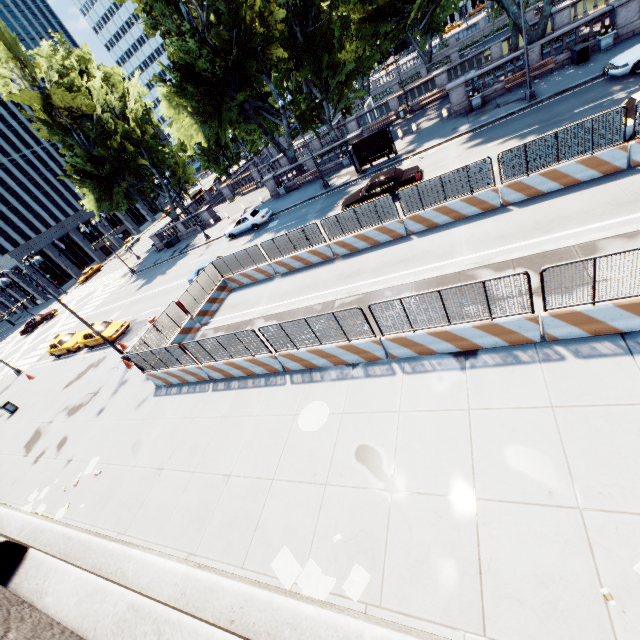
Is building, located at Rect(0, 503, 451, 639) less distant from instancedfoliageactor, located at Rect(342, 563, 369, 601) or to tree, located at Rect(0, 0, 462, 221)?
instancedfoliageactor, located at Rect(342, 563, 369, 601)

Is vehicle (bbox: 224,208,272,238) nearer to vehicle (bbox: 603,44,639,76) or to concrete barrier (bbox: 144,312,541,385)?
concrete barrier (bbox: 144,312,541,385)

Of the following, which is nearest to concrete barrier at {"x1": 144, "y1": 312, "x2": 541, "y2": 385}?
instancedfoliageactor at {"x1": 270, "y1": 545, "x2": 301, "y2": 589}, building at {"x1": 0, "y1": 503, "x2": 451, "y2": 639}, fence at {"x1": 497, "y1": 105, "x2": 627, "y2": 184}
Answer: fence at {"x1": 497, "y1": 105, "x2": 627, "y2": 184}

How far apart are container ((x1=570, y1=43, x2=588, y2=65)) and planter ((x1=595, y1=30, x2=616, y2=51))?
0.7 meters

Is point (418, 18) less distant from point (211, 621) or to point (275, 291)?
point (275, 291)

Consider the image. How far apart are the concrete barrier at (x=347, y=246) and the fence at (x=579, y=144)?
0.0m

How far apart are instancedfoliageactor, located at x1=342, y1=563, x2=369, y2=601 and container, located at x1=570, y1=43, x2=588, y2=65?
30.9m

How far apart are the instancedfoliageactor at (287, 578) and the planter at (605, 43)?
32.43m
